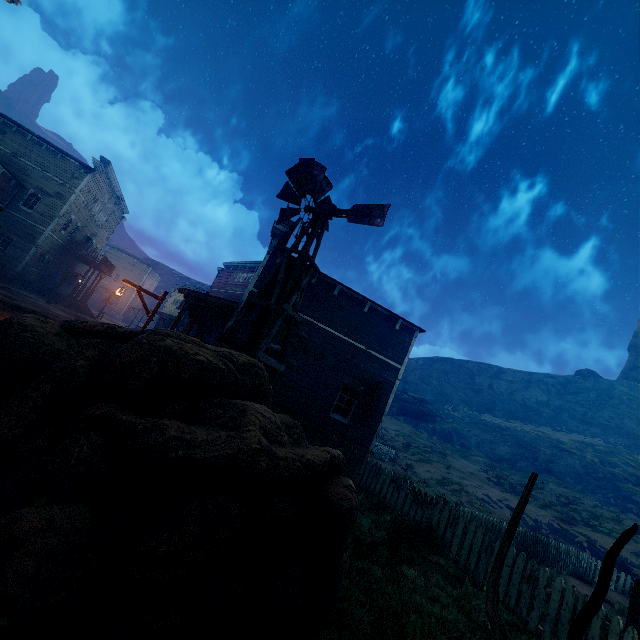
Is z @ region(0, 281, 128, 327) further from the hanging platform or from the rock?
the rock

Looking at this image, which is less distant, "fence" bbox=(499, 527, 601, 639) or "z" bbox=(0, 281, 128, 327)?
"fence" bbox=(499, 527, 601, 639)

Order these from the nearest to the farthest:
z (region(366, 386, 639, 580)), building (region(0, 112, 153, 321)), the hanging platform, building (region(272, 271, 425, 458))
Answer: the hanging platform < building (region(272, 271, 425, 458)) < z (region(366, 386, 639, 580)) < building (region(0, 112, 153, 321))

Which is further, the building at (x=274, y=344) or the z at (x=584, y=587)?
the building at (x=274, y=344)

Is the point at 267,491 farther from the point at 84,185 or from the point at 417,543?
the point at 84,185

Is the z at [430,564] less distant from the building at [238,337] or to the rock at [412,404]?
the building at [238,337]

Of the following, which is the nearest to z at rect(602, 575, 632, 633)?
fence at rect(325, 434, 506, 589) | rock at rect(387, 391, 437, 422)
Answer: fence at rect(325, 434, 506, 589)

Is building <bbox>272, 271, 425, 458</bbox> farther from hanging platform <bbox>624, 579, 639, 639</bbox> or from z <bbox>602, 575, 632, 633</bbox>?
hanging platform <bbox>624, 579, 639, 639</bbox>
